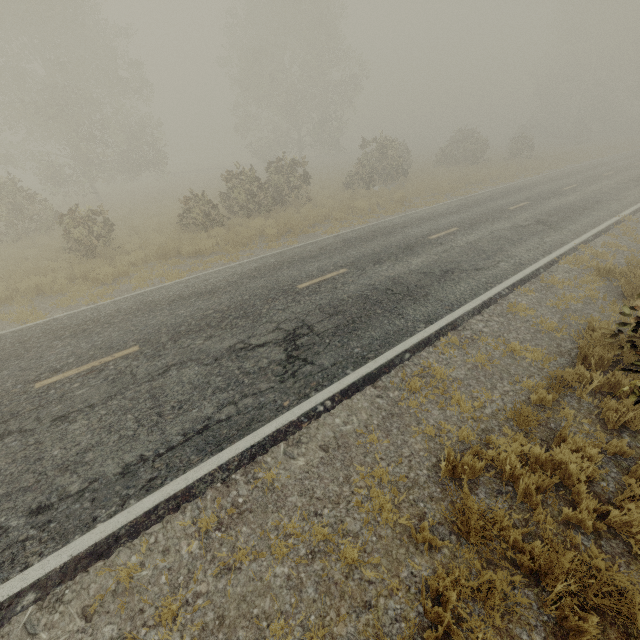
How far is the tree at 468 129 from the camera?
30.0 meters

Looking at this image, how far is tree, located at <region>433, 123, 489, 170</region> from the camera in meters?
30.0

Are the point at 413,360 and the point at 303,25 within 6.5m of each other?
no
